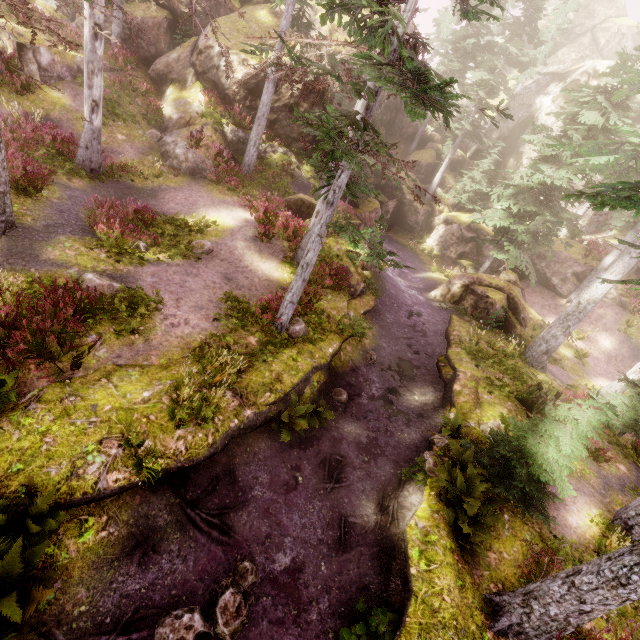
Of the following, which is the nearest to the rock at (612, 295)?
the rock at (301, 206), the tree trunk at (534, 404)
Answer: the rock at (301, 206)

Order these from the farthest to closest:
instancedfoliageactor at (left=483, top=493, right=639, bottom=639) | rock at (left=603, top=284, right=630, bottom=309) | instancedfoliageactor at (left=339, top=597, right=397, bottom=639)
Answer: rock at (left=603, top=284, right=630, bottom=309)
instancedfoliageactor at (left=339, top=597, right=397, bottom=639)
instancedfoliageactor at (left=483, top=493, right=639, bottom=639)

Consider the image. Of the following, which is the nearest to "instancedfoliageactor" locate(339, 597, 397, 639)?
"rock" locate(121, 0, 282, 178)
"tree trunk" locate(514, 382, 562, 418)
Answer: "rock" locate(121, 0, 282, 178)

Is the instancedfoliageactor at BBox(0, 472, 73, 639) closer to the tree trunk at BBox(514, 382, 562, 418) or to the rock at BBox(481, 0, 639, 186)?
the rock at BBox(481, 0, 639, 186)

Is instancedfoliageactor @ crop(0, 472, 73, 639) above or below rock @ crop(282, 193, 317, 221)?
below

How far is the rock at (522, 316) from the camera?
18.31m

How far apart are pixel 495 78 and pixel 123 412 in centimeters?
3427cm

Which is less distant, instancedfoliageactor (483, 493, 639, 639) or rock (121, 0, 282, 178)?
instancedfoliageactor (483, 493, 639, 639)
